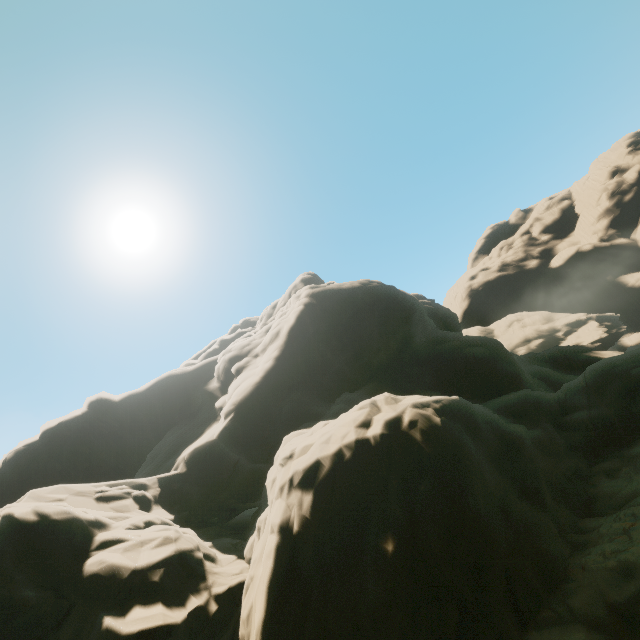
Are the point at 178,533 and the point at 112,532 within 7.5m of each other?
yes
